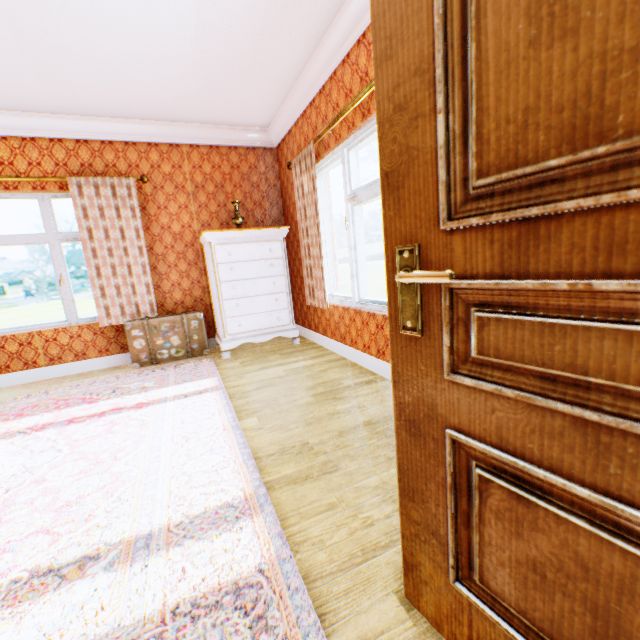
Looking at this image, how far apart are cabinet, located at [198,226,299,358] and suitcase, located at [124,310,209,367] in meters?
0.2

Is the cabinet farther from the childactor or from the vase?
the childactor

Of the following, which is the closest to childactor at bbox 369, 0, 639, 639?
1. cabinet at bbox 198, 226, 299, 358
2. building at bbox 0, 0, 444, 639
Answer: building at bbox 0, 0, 444, 639

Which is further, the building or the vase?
the vase

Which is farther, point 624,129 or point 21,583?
point 21,583

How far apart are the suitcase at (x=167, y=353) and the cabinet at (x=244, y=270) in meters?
0.2 m

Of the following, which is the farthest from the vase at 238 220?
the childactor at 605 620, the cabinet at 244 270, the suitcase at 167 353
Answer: the childactor at 605 620

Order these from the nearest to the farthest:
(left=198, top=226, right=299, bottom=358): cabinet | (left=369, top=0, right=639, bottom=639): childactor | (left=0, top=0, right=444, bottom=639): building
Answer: (left=369, top=0, right=639, bottom=639): childactor, (left=0, top=0, right=444, bottom=639): building, (left=198, top=226, right=299, bottom=358): cabinet
